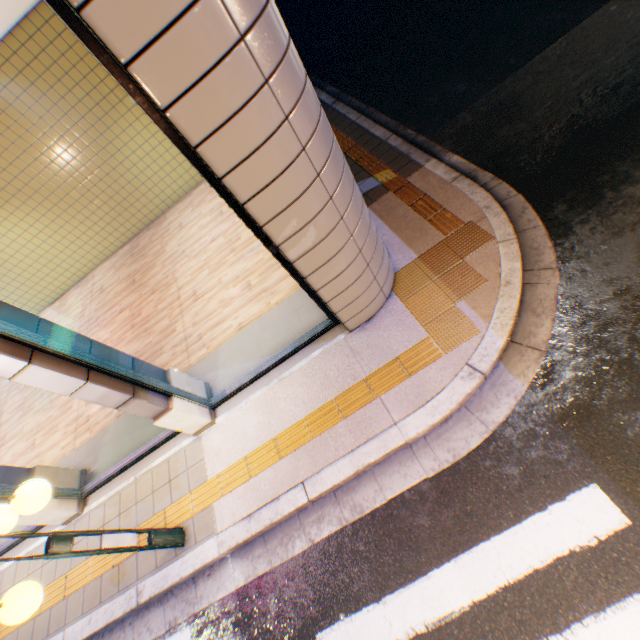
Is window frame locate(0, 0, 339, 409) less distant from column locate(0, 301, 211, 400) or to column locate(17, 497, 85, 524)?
column locate(0, 301, 211, 400)

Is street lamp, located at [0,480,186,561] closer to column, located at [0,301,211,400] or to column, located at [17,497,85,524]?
column, located at [0,301,211,400]

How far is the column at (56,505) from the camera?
4.9 meters

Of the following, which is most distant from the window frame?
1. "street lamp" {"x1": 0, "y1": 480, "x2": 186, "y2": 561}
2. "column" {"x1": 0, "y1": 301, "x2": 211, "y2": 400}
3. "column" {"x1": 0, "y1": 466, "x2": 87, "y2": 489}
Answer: "column" {"x1": 0, "y1": 466, "x2": 87, "y2": 489}

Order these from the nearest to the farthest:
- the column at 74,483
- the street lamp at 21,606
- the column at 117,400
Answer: the street lamp at 21,606 → the column at 117,400 → the column at 74,483

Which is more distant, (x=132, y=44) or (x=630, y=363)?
(x=630, y=363)

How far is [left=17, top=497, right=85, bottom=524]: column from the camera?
4.9 meters
